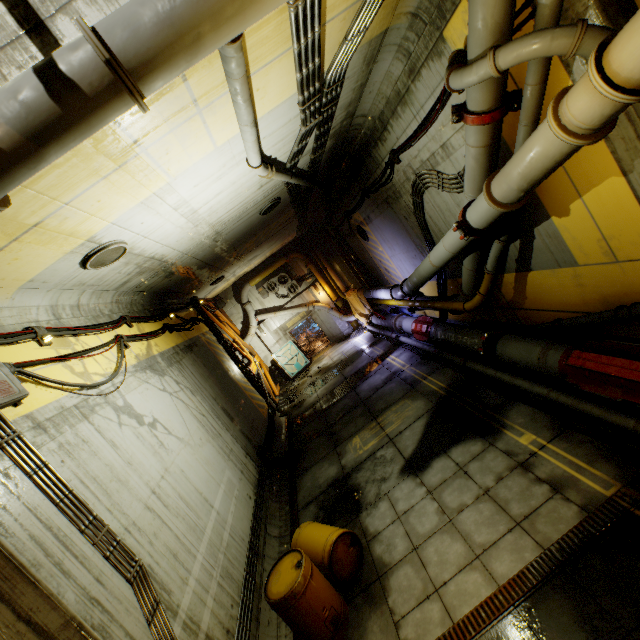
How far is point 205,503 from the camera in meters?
6.3

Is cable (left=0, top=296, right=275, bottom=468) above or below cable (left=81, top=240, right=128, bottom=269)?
below

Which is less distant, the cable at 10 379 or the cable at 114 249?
the cable at 10 379

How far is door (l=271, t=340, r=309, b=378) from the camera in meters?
20.3

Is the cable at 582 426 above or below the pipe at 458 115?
below

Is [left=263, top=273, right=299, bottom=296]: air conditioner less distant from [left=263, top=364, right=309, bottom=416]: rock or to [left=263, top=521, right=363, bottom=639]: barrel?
[left=263, top=364, right=309, bottom=416]: rock

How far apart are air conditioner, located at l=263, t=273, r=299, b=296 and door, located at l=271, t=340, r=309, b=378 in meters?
2.8 m

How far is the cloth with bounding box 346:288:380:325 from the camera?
17.0m
